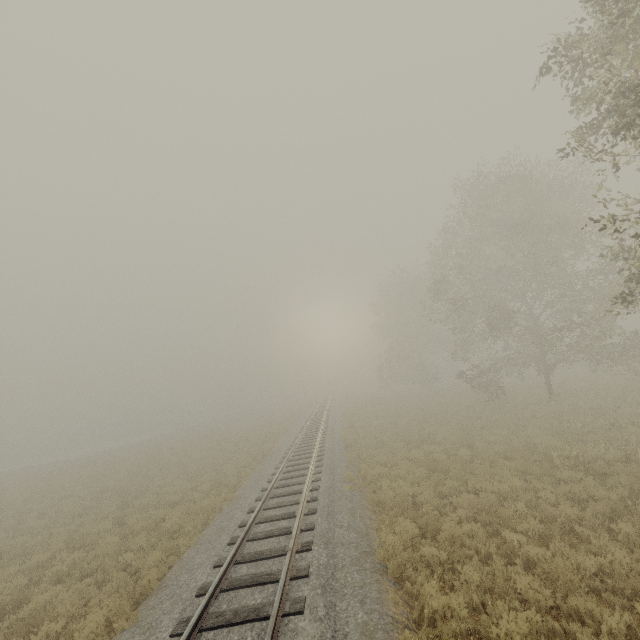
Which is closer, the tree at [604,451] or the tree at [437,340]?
the tree at [437,340]

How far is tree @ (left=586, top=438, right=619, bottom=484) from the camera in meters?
9.8 m

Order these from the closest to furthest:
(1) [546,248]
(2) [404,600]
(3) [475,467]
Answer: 1. (2) [404,600]
2. (3) [475,467]
3. (1) [546,248]

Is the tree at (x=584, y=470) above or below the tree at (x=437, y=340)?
below

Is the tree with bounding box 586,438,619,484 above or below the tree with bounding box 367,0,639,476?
below

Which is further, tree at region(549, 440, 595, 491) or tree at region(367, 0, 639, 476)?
tree at region(549, 440, 595, 491)
